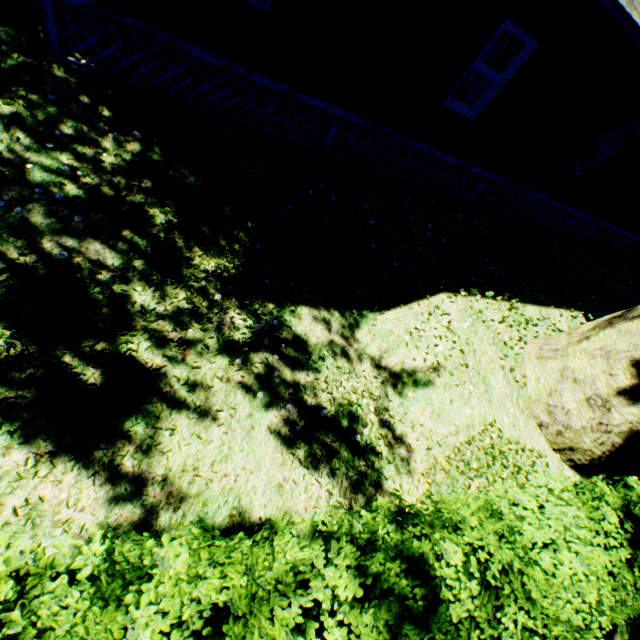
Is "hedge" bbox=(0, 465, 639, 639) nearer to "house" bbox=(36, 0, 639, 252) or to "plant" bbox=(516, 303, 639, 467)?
"plant" bbox=(516, 303, 639, 467)

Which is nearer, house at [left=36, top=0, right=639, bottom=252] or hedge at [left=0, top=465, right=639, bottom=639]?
hedge at [left=0, top=465, right=639, bottom=639]

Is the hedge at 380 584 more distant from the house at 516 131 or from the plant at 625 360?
the house at 516 131

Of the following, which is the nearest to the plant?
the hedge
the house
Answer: the hedge

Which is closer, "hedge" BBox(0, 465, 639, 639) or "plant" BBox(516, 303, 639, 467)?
"hedge" BBox(0, 465, 639, 639)

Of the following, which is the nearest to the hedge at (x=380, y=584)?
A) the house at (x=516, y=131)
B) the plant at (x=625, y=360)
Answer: the plant at (x=625, y=360)

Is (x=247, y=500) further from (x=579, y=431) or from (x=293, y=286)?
(x=579, y=431)
